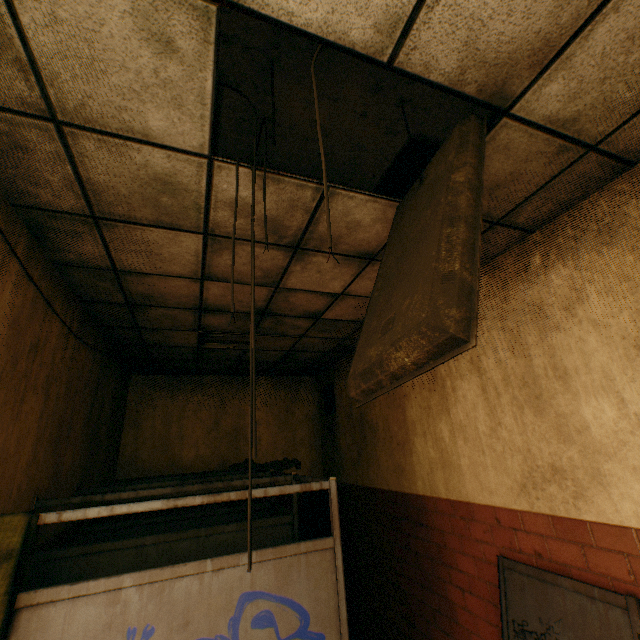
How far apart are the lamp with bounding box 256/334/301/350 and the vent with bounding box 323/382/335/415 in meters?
1.4 m

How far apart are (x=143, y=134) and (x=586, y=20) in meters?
1.9 m

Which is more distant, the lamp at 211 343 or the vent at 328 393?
the vent at 328 393

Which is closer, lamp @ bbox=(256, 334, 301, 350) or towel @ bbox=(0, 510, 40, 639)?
towel @ bbox=(0, 510, 40, 639)

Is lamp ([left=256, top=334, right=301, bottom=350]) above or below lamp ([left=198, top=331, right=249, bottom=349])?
below

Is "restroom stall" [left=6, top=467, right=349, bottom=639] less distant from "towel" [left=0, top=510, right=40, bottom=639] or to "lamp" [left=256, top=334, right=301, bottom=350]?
"towel" [left=0, top=510, right=40, bottom=639]

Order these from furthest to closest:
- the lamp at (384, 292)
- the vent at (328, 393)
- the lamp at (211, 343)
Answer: the vent at (328, 393)
the lamp at (211, 343)
the lamp at (384, 292)

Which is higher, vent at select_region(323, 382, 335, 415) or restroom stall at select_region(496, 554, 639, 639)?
vent at select_region(323, 382, 335, 415)
